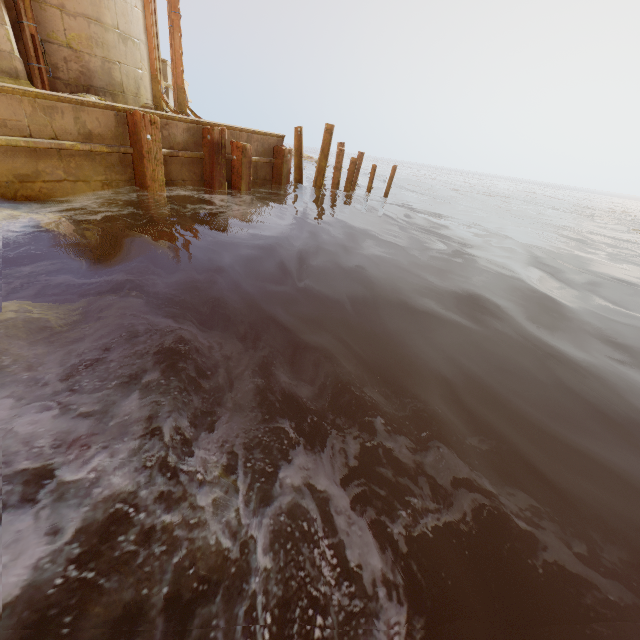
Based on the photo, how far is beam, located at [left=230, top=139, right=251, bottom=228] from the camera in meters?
8.1 m

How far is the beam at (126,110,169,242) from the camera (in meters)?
5.94

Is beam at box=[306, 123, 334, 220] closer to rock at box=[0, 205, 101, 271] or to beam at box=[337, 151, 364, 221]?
beam at box=[337, 151, 364, 221]

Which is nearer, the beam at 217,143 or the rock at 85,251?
the rock at 85,251

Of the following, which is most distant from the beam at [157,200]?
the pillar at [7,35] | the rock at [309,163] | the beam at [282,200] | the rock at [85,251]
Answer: the rock at [309,163]

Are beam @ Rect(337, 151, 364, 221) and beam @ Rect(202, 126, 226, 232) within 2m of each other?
no

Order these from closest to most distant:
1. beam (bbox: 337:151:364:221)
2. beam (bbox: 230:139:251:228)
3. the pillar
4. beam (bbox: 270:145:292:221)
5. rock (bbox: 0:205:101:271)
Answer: rock (bbox: 0:205:101:271), the pillar, beam (bbox: 230:139:251:228), beam (bbox: 270:145:292:221), beam (bbox: 337:151:364:221)

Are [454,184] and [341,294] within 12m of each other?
no
